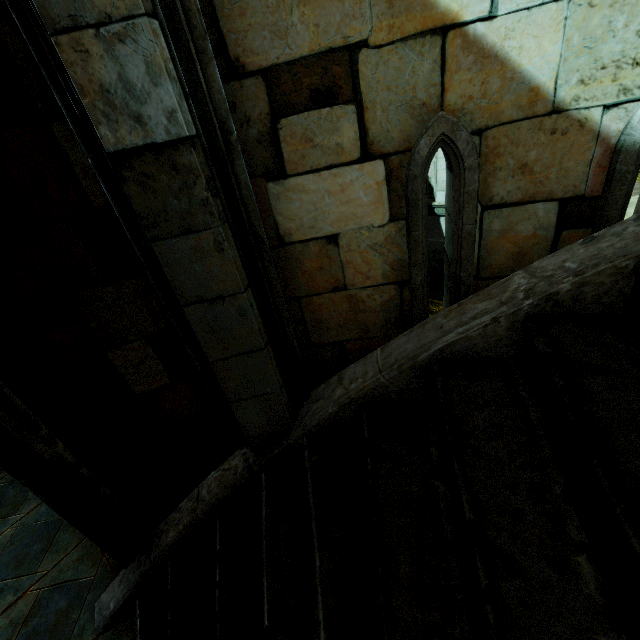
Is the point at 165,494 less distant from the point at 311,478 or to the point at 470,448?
the point at 311,478

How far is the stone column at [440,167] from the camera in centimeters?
1141cm

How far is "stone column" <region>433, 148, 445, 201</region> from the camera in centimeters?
1141cm
